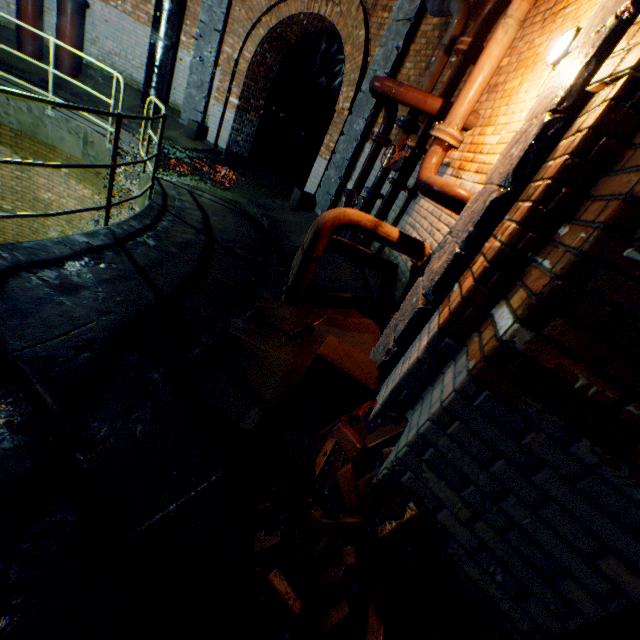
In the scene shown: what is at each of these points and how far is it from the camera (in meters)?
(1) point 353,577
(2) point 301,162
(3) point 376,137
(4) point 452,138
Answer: (1) brick pile, 1.53
(2) building tunnel, 12.82
(3) pipe end, 5.27
(4) pipe end, 3.36

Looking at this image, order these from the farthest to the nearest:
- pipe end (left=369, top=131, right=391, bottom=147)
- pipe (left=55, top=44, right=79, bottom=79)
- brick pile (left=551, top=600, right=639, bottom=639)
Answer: pipe (left=55, top=44, right=79, bottom=79), pipe end (left=369, top=131, right=391, bottom=147), brick pile (left=551, top=600, right=639, bottom=639)

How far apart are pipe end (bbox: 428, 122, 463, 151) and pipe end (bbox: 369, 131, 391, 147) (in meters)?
1.82

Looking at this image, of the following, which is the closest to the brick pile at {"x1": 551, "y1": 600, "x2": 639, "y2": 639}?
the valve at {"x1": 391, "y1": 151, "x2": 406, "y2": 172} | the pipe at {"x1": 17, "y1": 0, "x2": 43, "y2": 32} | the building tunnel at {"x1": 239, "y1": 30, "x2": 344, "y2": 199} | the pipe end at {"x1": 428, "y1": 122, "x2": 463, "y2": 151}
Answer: the pipe end at {"x1": 428, "y1": 122, "x2": 463, "y2": 151}

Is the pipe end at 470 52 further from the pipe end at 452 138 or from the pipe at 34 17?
the pipe at 34 17

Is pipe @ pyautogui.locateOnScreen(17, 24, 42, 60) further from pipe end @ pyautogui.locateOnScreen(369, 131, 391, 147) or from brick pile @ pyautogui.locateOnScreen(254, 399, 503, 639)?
brick pile @ pyautogui.locateOnScreen(254, 399, 503, 639)

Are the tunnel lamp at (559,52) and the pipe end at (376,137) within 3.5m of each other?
yes

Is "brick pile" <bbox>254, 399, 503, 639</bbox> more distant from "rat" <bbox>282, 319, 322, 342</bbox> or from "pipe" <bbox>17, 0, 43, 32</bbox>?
"pipe" <bbox>17, 0, 43, 32</bbox>
